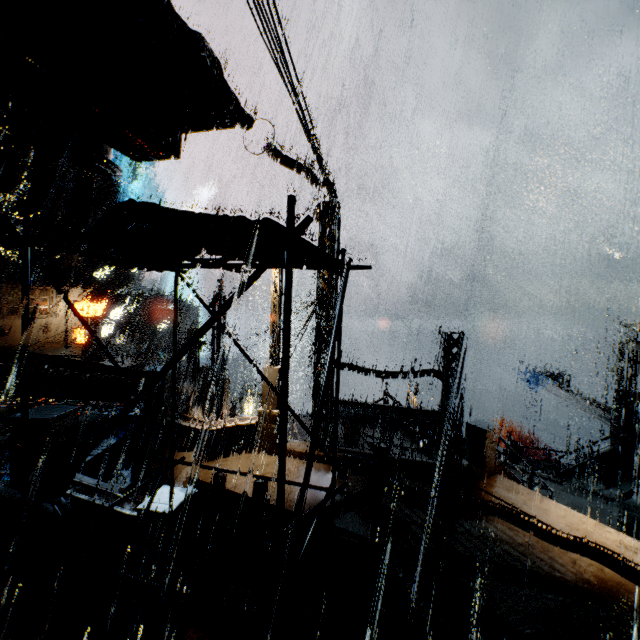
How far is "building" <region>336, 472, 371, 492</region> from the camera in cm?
1029

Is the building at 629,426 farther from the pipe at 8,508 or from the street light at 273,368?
the street light at 273,368

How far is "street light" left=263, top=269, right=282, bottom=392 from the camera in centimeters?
1231cm

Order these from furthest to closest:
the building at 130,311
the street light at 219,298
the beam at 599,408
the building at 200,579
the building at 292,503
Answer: the building at 130,311 → the beam at 599,408 → the street light at 219,298 → the building at 292,503 → the building at 200,579

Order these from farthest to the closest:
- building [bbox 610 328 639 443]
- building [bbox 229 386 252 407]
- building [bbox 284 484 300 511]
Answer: building [bbox 229 386 252 407] < building [bbox 610 328 639 443] < building [bbox 284 484 300 511]

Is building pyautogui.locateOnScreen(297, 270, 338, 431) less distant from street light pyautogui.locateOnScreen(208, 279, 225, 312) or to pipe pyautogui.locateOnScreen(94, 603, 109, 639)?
pipe pyautogui.locateOnScreen(94, 603, 109, 639)

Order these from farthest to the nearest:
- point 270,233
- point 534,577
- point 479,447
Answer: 1. point 479,447
2. point 534,577
3. point 270,233
